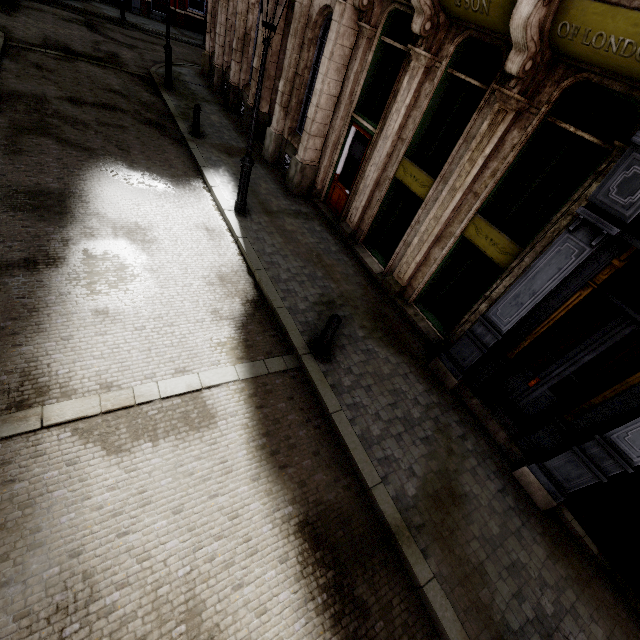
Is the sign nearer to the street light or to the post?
the street light

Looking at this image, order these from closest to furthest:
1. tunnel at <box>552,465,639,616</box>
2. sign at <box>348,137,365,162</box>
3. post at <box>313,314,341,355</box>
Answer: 1. tunnel at <box>552,465,639,616</box>
2. post at <box>313,314,341,355</box>
3. sign at <box>348,137,365,162</box>

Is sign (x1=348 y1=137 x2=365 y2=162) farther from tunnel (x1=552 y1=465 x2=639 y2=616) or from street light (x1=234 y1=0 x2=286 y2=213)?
tunnel (x1=552 y1=465 x2=639 y2=616)

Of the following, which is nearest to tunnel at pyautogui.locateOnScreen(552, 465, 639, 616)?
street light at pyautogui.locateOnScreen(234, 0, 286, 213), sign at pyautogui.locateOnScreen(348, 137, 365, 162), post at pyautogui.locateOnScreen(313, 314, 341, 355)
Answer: post at pyautogui.locateOnScreen(313, 314, 341, 355)

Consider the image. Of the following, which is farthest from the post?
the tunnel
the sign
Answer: the sign

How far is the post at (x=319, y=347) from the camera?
5.6 meters

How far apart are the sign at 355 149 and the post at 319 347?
5.6m

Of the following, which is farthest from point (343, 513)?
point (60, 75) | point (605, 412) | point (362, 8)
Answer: point (60, 75)
